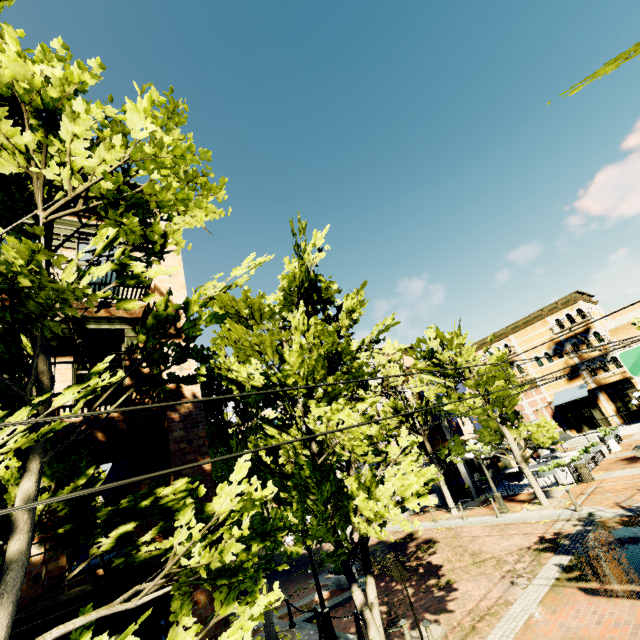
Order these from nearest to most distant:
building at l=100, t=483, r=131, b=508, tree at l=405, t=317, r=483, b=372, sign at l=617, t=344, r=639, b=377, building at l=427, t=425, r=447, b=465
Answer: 1. sign at l=617, t=344, r=639, b=377
2. building at l=100, t=483, r=131, b=508
3. tree at l=405, t=317, r=483, b=372
4. building at l=427, t=425, r=447, b=465

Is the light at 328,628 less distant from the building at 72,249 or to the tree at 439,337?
the tree at 439,337

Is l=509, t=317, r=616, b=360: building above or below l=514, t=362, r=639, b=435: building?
above

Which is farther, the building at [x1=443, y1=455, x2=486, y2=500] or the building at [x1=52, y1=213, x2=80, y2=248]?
the building at [x1=443, y1=455, x2=486, y2=500]

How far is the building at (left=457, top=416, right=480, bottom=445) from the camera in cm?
2370

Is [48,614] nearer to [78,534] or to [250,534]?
[78,534]

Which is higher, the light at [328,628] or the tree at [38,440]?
the tree at [38,440]

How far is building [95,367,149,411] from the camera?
6.28m
